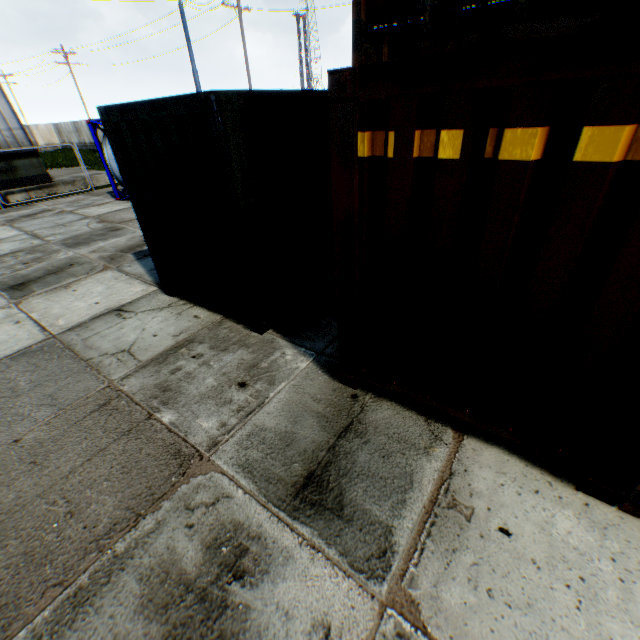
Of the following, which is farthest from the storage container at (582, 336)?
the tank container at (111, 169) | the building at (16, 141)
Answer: the building at (16, 141)

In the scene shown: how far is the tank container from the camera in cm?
1248

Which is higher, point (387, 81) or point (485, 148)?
point (387, 81)

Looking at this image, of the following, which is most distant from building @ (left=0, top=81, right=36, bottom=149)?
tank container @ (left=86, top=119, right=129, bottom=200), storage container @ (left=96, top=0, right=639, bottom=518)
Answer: storage container @ (left=96, top=0, right=639, bottom=518)

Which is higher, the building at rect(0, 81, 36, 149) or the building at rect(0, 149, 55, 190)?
the building at rect(0, 81, 36, 149)

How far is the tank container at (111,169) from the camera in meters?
12.5 m
